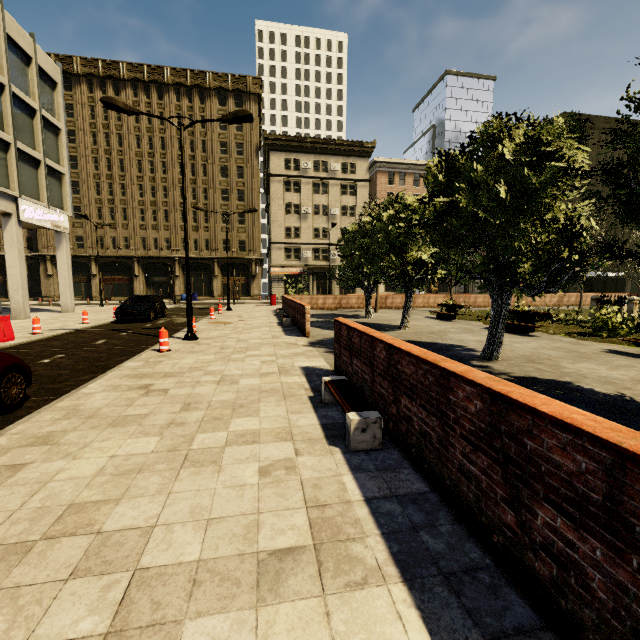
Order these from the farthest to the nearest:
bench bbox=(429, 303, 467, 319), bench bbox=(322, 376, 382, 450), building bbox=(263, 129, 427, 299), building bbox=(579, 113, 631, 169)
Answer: building bbox=(579, 113, 631, 169) < building bbox=(263, 129, 427, 299) < bench bbox=(429, 303, 467, 319) < bench bbox=(322, 376, 382, 450)

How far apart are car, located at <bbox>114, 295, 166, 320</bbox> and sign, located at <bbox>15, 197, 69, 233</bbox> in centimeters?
729cm

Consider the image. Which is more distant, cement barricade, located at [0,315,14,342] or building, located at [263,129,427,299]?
building, located at [263,129,427,299]

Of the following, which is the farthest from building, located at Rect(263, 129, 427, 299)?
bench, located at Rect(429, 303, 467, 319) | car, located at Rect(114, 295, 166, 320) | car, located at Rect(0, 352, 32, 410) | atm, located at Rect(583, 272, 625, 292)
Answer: bench, located at Rect(429, 303, 467, 319)

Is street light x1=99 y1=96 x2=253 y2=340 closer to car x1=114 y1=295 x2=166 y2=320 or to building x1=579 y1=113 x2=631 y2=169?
car x1=114 y1=295 x2=166 y2=320

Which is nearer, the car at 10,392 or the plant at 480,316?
the car at 10,392

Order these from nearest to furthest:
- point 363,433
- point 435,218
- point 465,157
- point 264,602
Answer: point 264,602, point 363,433, point 435,218, point 465,157

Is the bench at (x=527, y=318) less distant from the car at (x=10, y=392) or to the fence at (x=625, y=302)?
the fence at (x=625, y=302)
